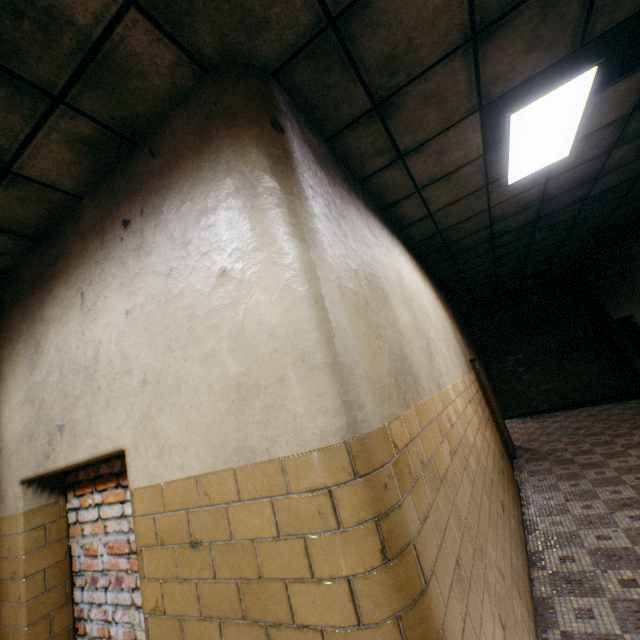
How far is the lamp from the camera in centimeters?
258cm

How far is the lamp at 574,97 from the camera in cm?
258

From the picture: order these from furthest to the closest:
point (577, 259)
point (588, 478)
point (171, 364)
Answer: point (577, 259) → point (588, 478) → point (171, 364)
